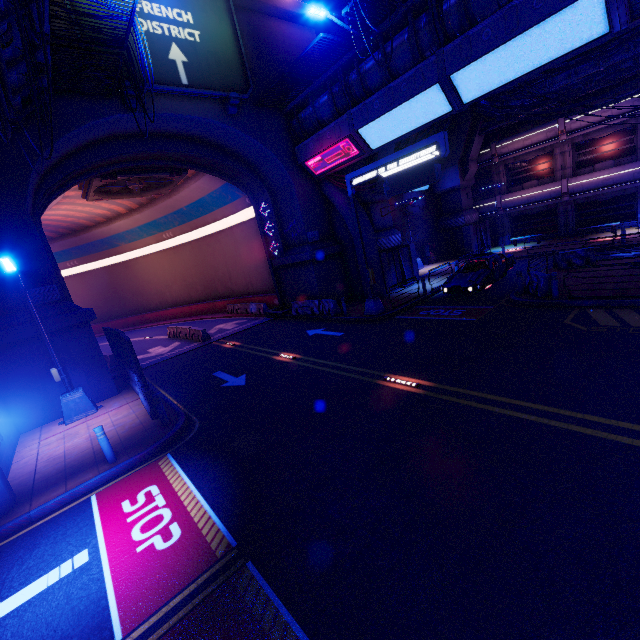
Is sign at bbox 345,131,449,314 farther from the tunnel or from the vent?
the vent

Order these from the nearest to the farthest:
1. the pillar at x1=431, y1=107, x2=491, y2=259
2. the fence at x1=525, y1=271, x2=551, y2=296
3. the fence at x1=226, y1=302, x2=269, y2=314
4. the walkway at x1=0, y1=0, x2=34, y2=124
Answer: the walkway at x1=0, y1=0, x2=34, y2=124 < the fence at x1=525, y1=271, x2=551, y2=296 < the fence at x1=226, y1=302, x2=269, y2=314 < the pillar at x1=431, y1=107, x2=491, y2=259

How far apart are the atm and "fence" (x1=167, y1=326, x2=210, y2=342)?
21.6m

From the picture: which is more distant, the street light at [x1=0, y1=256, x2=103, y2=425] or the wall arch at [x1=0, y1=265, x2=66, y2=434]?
the wall arch at [x1=0, y1=265, x2=66, y2=434]

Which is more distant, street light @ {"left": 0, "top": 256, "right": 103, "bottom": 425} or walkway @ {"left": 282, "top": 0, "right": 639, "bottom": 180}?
street light @ {"left": 0, "top": 256, "right": 103, "bottom": 425}

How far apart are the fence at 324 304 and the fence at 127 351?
10.22m

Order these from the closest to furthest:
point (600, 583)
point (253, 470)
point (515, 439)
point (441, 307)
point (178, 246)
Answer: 1. point (600, 583)
2. point (515, 439)
3. point (253, 470)
4. point (441, 307)
5. point (178, 246)

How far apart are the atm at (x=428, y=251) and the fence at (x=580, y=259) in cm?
1306
